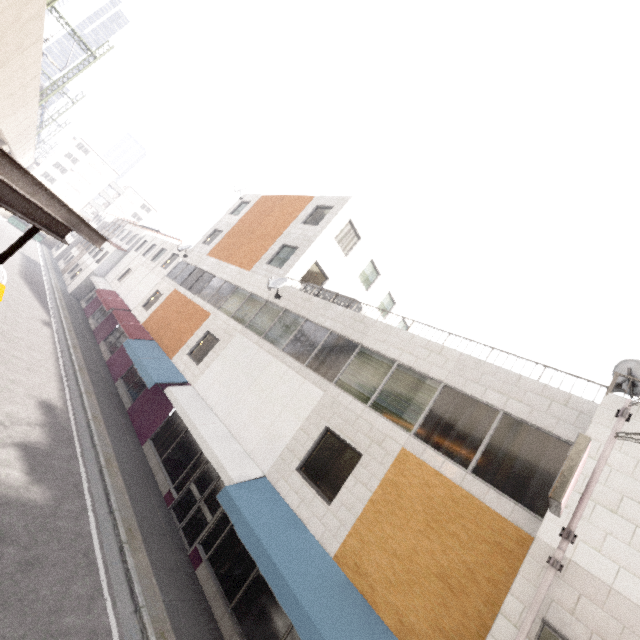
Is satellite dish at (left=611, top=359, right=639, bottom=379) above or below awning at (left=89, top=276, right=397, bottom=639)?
above

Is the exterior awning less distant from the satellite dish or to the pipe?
the pipe

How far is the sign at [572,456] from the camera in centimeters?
461cm

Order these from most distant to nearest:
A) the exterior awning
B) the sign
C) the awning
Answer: the awning → the sign → the exterior awning

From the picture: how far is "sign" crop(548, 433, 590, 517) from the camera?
4.6 meters

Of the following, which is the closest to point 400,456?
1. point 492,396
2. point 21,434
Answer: point 492,396

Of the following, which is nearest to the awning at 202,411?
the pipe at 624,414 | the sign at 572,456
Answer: the pipe at 624,414

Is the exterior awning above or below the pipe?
below
